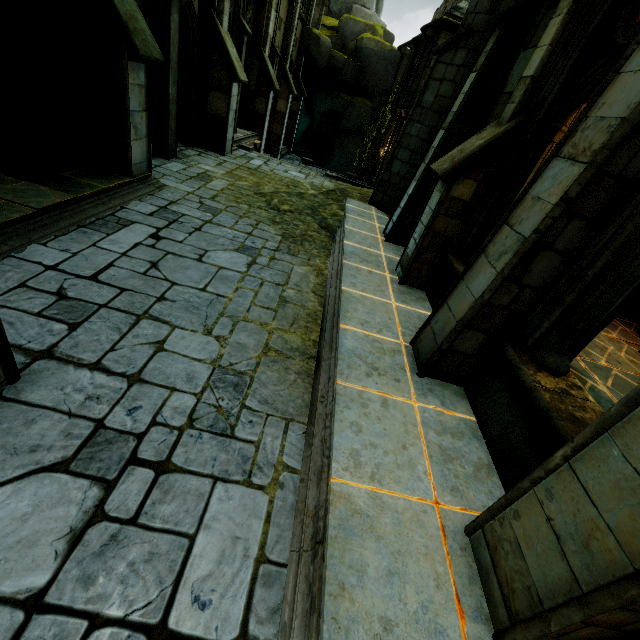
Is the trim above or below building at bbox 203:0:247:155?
below

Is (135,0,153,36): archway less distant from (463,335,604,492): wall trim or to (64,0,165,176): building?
(64,0,165,176): building

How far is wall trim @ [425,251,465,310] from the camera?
5.2 meters

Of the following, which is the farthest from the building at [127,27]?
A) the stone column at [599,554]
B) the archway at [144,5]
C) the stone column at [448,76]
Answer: the stone column at [448,76]

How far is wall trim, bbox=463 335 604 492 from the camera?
2.7 meters

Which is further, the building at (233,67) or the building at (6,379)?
the building at (233,67)

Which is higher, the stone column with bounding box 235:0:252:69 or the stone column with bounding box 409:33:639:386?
the stone column with bounding box 235:0:252:69

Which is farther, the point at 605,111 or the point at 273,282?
the point at 273,282
